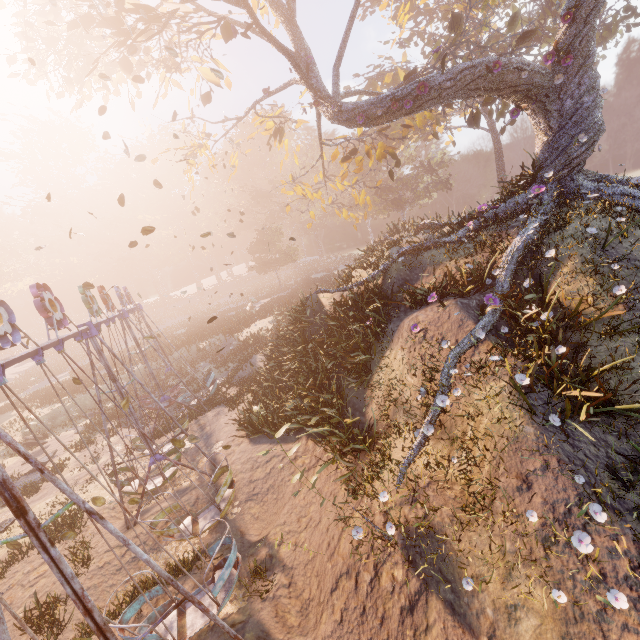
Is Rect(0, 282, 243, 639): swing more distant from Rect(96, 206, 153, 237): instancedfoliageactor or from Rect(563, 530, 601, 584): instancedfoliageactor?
Rect(96, 206, 153, 237): instancedfoliageactor

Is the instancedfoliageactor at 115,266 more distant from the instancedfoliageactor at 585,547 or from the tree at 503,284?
the instancedfoliageactor at 585,547

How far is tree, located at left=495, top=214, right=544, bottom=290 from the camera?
9.0m

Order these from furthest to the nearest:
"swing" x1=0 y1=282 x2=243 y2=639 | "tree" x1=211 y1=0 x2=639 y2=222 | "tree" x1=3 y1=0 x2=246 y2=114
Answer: "tree" x1=3 y1=0 x2=246 y2=114 < "tree" x1=211 y1=0 x2=639 y2=222 < "swing" x1=0 y1=282 x2=243 y2=639

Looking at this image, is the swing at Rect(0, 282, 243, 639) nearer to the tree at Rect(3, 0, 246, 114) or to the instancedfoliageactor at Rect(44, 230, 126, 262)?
the tree at Rect(3, 0, 246, 114)

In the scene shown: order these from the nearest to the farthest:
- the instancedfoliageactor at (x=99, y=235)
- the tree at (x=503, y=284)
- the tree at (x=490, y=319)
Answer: the tree at (x=490, y=319)
the tree at (x=503, y=284)
the instancedfoliageactor at (x=99, y=235)

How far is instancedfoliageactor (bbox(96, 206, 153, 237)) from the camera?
56.8 meters

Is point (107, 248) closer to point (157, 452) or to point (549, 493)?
point (157, 452)
